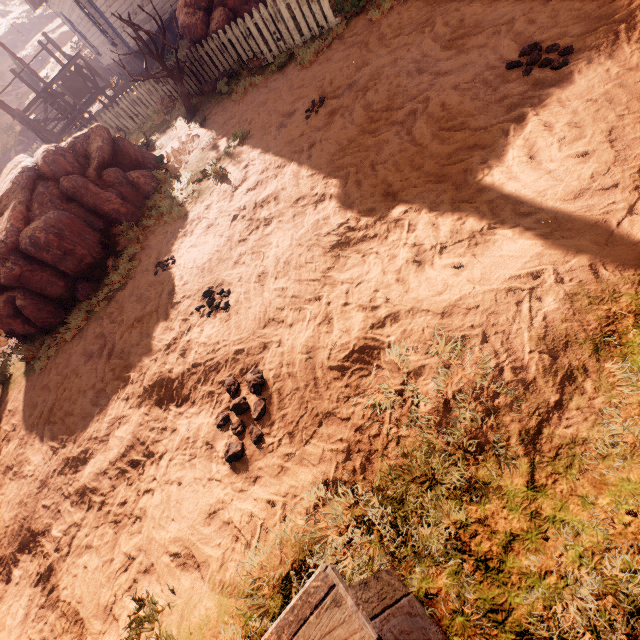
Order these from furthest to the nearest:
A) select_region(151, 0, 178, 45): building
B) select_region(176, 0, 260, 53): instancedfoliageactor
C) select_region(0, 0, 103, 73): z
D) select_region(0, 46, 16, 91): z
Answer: select_region(0, 46, 16, 91): z → select_region(0, 0, 103, 73): z → select_region(151, 0, 178, 45): building → select_region(176, 0, 260, 53): instancedfoliageactor

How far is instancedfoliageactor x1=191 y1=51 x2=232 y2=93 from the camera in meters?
8.7

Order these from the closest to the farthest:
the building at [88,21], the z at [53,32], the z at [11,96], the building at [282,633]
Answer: the building at [282,633] → the building at [88,21] → the z at [11,96] → the z at [53,32]

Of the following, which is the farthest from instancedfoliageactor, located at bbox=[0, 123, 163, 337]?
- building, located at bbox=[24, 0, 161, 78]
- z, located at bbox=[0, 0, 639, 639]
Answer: building, located at bbox=[24, 0, 161, 78]

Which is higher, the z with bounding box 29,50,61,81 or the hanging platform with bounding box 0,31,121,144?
→ the z with bounding box 29,50,61,81

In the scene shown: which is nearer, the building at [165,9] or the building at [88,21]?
the building at [88,21]

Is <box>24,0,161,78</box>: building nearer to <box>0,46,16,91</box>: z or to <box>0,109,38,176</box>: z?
<box>0,109,38,176</box>: z

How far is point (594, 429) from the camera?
1.9m
